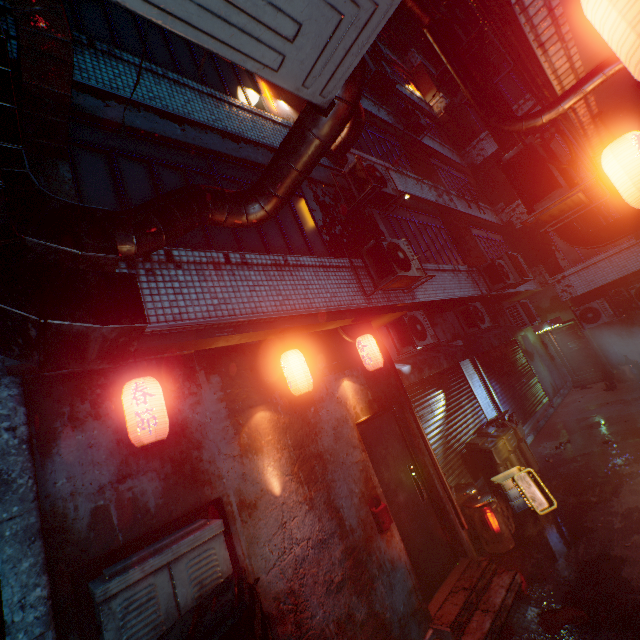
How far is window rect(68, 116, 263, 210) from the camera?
3.2 meters

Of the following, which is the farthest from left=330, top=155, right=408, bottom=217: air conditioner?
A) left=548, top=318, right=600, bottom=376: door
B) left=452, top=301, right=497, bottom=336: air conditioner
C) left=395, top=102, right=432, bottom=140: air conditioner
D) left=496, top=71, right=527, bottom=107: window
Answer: left=548, top=318, right=600, bottom=376: door

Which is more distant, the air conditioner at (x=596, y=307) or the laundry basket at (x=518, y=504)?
the air conditioner at (x=596, y=307)

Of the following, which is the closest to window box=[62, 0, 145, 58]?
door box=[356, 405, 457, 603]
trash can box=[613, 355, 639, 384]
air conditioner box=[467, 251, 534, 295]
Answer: door box=[356, 405, 457, 603]

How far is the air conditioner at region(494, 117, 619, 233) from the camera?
2.9m

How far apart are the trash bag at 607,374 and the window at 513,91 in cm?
964

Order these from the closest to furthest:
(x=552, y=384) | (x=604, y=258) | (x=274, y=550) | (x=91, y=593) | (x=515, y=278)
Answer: (x=91, y=593) → (x=274, y=550) → (x=515, y=278) → (x=604, y=258) → (x=552, y=384)

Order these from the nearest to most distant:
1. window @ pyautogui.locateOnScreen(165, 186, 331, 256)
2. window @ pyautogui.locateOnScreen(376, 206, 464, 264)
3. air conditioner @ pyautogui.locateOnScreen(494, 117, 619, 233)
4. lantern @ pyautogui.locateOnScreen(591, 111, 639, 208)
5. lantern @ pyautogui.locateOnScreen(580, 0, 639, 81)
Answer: lantern @ pyautogui.locateOnScreen(580, 0, 639, 81), lantern @ pyautogui.locateOnScreen(591, 111, 639, 208), air conditioner @ pyautogui.locateOnScreen(494, 117, 619, 233), window @ pyautogui.locateOnScreen(165, 186, 331, 256), window @ pyautogui.locateOnScreen(376, 206, 464, 264)
